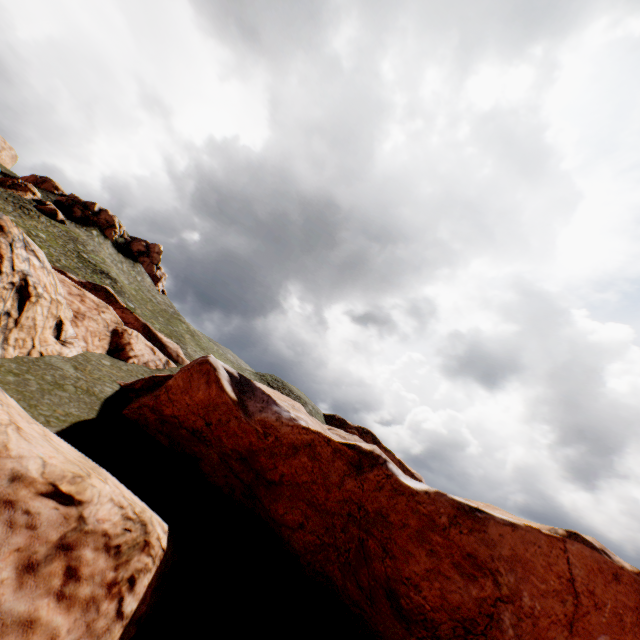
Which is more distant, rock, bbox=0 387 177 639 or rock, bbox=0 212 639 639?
rock, bbox=0 212 639 639

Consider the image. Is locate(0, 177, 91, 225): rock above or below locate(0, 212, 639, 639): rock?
above

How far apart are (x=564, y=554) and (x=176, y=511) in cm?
1609

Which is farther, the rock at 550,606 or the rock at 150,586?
the rock at 550,606

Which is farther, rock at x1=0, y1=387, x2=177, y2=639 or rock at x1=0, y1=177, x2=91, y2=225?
rock at x1=0, y1=177, x2=91, y2=225

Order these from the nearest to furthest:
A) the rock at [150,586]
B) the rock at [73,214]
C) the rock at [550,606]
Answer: the rock at [150,586] < the rock at [550,606] < the rock at [73,214]

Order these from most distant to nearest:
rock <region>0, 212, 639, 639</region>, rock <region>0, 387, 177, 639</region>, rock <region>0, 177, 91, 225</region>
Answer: rock <region>0, 177, 91, 225</region>
rock <region>0, 212, 639, 639</region>
rock <region>0, 387, 177, 639</region>
